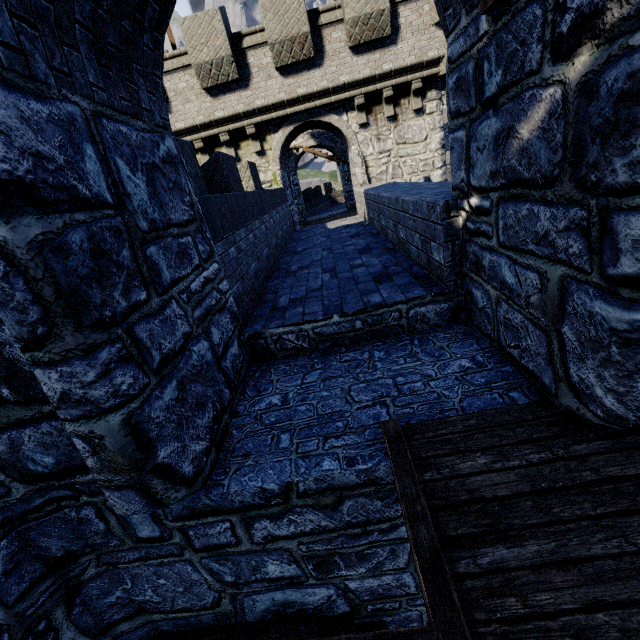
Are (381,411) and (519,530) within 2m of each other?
yes
